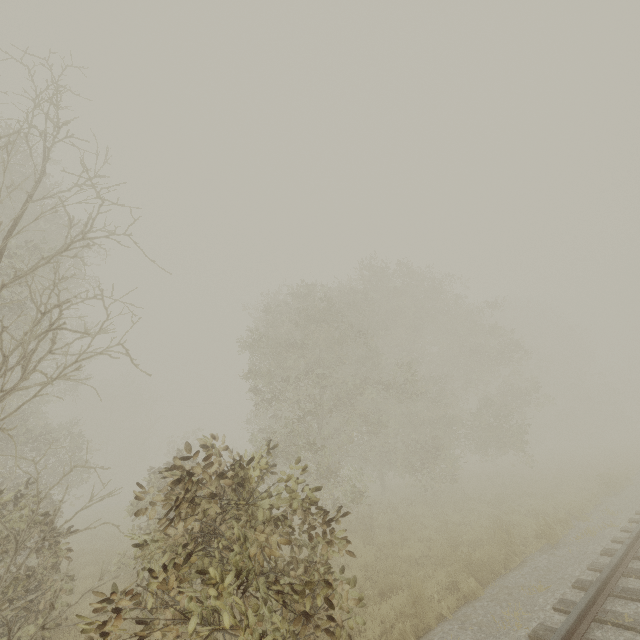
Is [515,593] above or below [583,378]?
below
